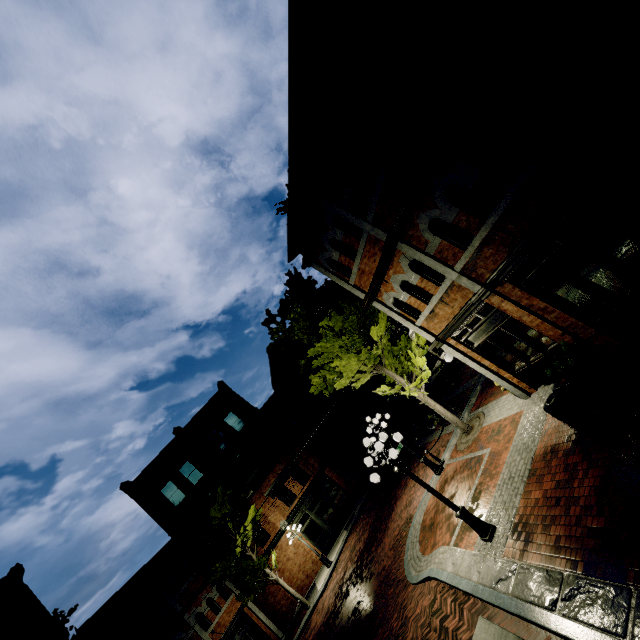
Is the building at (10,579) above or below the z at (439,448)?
above

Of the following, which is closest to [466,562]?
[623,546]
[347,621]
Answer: [623,546]

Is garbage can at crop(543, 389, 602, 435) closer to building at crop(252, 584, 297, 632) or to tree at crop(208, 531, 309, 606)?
tree at crop(208, 531, 309, 606)

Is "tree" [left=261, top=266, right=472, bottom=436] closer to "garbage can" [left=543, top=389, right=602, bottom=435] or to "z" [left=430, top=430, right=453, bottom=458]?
"z" [left=430, top=430, right=453, bottom=458]

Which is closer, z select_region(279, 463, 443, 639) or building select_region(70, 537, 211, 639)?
z select_region(279, 463, 443, 639)

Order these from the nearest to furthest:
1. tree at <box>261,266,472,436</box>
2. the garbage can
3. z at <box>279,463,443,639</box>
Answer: the garbage can
z at <box>279,463,443,639</box>
tree at <box>261,266,472,436</box>

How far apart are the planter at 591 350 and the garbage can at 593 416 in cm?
5

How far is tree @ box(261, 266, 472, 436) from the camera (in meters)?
12.91
